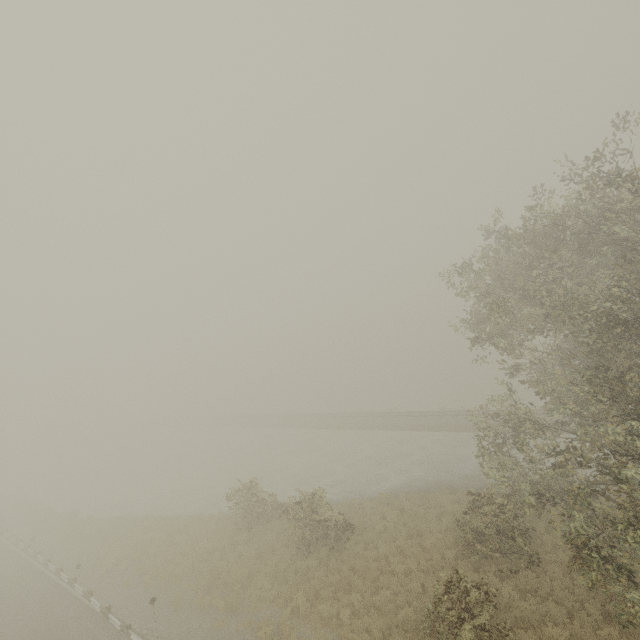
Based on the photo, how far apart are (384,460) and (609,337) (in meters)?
23.39
